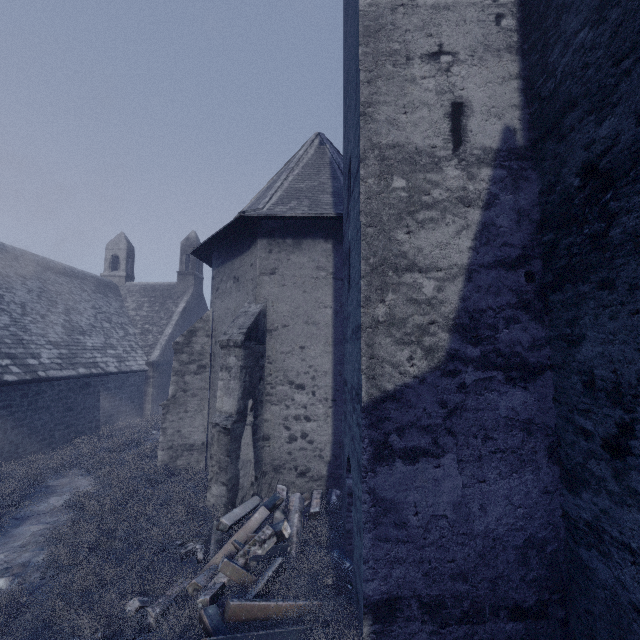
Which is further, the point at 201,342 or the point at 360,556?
the point at 201,342

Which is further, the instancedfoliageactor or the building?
the instancedfoliageactor

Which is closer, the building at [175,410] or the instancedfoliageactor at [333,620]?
the building at [175,410]

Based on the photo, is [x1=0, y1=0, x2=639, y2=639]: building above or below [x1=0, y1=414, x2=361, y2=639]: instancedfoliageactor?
above

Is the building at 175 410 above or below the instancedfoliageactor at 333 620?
above
